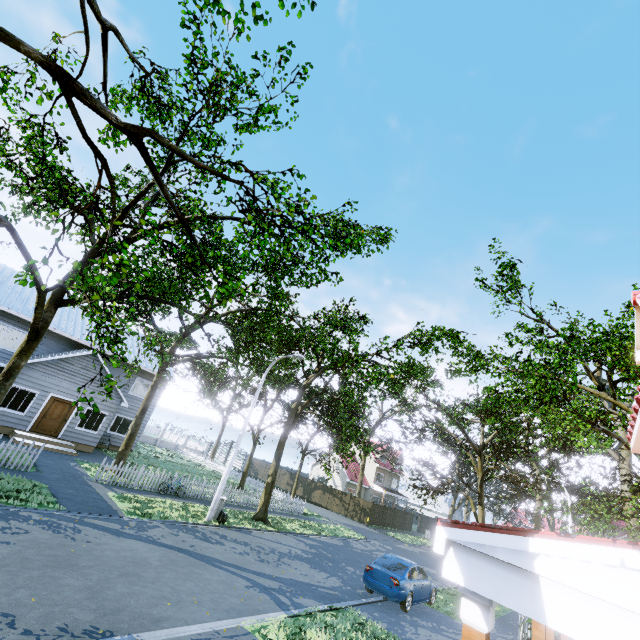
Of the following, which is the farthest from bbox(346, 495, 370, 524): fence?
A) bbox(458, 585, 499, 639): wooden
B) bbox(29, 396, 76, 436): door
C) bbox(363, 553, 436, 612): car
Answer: bbox(29, 396, 76, 436): door

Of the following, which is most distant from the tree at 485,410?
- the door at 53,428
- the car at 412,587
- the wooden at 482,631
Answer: the wooden at 482,631

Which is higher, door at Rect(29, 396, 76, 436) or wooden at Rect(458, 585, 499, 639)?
wooden at Rect(458, 585, 499, 639)

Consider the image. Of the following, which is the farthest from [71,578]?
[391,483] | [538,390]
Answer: [391,483]

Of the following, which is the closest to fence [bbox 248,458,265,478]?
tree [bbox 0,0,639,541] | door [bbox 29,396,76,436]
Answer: tree [bbox 0,0,639,541]

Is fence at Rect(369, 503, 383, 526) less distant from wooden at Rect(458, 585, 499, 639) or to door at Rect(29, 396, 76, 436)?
wooden at Rect(458, 585, 499, 639)

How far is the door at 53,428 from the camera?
18.7m
